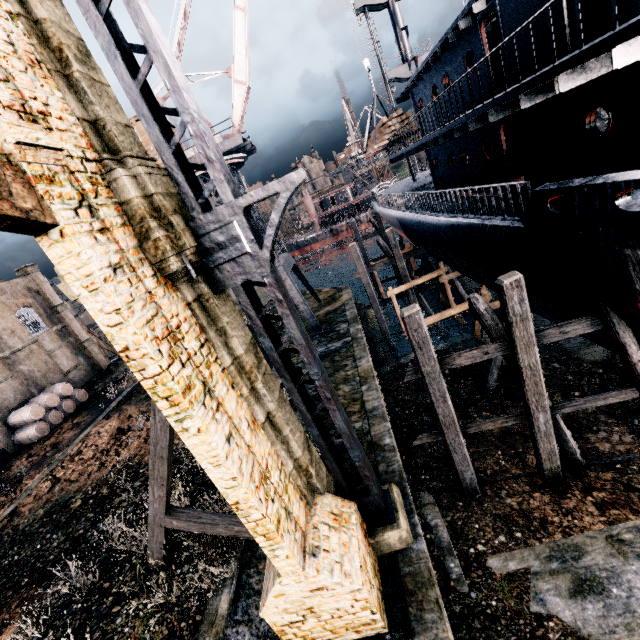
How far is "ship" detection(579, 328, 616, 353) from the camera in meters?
10.3 m

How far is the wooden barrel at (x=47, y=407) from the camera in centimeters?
2527cm

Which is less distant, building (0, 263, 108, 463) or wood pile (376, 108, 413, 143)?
wood pile (376, 108, 413, 143)

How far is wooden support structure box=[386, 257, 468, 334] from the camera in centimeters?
1667cm

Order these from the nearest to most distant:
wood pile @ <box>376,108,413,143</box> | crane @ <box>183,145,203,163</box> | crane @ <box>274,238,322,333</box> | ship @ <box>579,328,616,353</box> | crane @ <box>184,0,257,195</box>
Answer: ship @ <box>579,328,616,353</box>
wood pile @ <box>376,108,413,143</box>
crane @ <box>184,0,257,195</box>
crane @ <box>183,145,203,163</box>
crane @ <box>274,238,322,333</box>

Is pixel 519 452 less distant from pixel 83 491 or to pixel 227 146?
pixel 83 491

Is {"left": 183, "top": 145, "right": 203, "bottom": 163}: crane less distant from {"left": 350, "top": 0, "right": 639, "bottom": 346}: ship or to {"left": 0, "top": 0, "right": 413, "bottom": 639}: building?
{"left": 350, "top": 0, "right": 639, "bottom": 346}: ship

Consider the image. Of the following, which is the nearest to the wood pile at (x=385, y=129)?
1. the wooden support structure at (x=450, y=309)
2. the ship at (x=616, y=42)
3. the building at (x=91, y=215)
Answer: the ship at (x=616, y=42)
